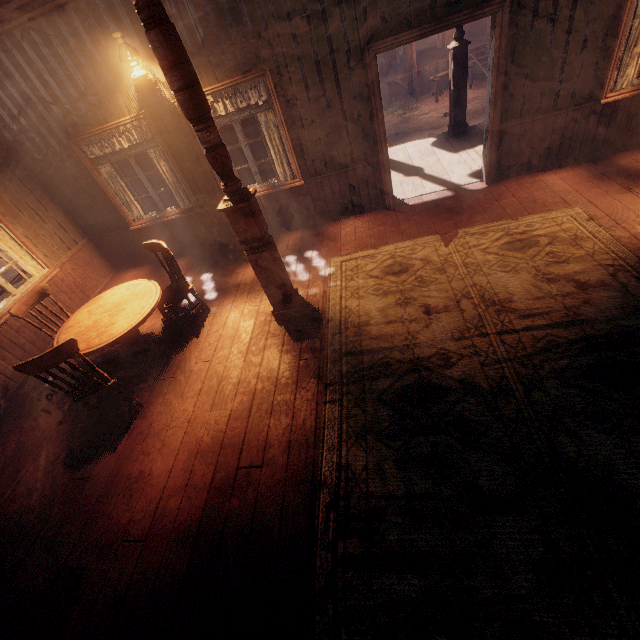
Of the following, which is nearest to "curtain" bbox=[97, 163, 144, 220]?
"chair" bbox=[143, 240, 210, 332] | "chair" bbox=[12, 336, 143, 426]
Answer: "chair" bbox=[143, 240, 210, 332]

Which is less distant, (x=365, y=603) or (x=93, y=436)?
(x=365, y=603)

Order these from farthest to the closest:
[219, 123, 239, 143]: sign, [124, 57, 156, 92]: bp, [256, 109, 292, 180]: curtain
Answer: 1. [219, 123, 239, 143]: sign
2. [256, 109, 292, 180]: curtain
3. [124, 57, 156, 92]: bp

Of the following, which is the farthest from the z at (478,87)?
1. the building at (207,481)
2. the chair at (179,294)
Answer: the chair at (179,294)

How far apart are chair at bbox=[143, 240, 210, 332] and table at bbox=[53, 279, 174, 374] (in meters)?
0.21

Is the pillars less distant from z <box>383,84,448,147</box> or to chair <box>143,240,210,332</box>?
chair <box>143,240,210,332</box>

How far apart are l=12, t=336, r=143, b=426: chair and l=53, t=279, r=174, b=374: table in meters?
0.1

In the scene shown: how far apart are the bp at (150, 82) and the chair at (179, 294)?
2.3 meters
